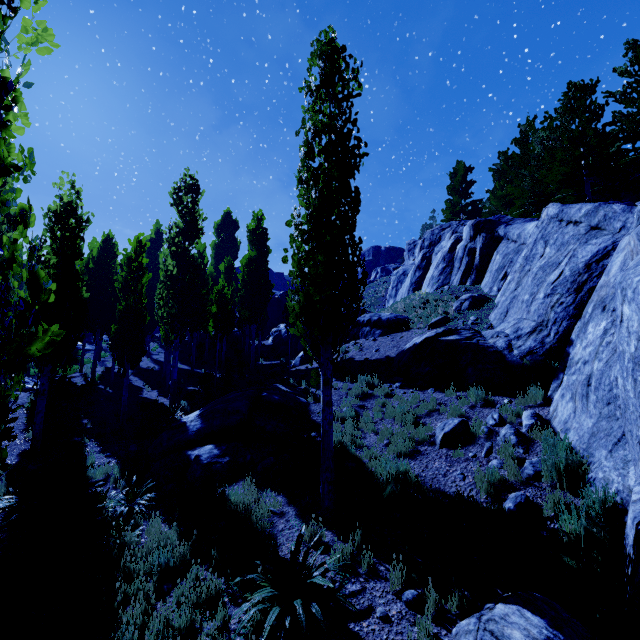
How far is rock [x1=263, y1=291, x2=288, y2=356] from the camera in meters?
27.6

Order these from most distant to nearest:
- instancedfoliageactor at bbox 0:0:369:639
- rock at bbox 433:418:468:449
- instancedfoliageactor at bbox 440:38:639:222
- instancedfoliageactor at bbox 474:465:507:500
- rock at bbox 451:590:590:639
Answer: instancedfoliageactor at bbox 440:38:639:222 → rock at bbox 433:418:468:449 → instancedfoliageactor at bbox 474:465:507:500 → rock at bbox 451:590:590:639 → instancedfoliageactor at bbox 0:0:369:639

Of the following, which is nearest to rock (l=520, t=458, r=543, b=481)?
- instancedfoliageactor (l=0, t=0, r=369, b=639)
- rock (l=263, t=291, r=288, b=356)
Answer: instancedfoliageactor (l=0, t=0, r=369, b=639)

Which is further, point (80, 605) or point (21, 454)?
point (21, 454)

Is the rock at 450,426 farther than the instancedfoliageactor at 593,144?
No

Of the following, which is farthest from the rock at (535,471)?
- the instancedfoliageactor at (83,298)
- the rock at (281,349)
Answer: the rock at (281,349)

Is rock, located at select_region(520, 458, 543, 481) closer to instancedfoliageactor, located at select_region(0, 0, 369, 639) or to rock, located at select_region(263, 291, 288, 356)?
instancedfoliageactor, located at select_region(0, 0, 369, 639)
